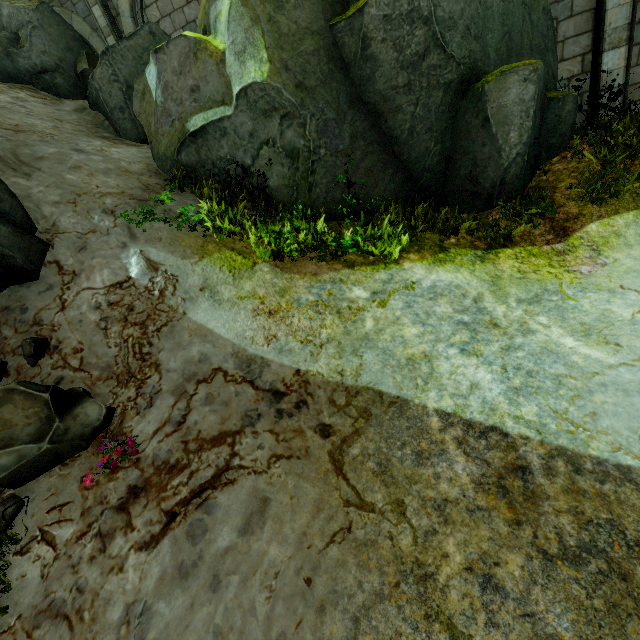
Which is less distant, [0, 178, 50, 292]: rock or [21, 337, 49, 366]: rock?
[21, 337, 49, 366]: rock

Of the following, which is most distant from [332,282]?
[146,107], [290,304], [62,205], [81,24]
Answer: [81,24]

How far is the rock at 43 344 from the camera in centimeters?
430cm

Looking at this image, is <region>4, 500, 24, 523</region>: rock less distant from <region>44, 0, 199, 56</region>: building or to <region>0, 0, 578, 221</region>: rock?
<region>44, 0, 199, 56</region>: building

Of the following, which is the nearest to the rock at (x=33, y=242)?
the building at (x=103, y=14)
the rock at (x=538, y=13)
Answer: the building at (x=103, y=14)

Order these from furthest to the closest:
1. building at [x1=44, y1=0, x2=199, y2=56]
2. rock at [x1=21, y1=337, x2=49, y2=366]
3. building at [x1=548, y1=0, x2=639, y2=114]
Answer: building at [x1=44, y1=0, x2=199, y2=56] < building at [x1=548, y1=0, x2=639, y2=114] < rock at [x1=21, y1=337, x2=49, y2=366]
